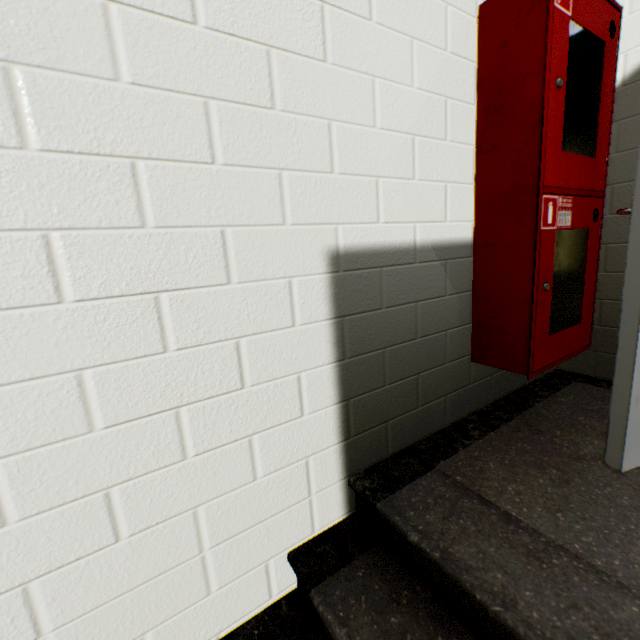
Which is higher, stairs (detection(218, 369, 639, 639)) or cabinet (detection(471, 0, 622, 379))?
cabinet (detection(471, 0, 622, 379))

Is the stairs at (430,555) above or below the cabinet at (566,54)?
below

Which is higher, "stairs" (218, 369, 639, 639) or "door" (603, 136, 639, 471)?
"door" (603, 136, 639, 471)

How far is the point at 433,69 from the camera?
1.3 meters

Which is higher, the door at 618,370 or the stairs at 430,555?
the door at 618,370
